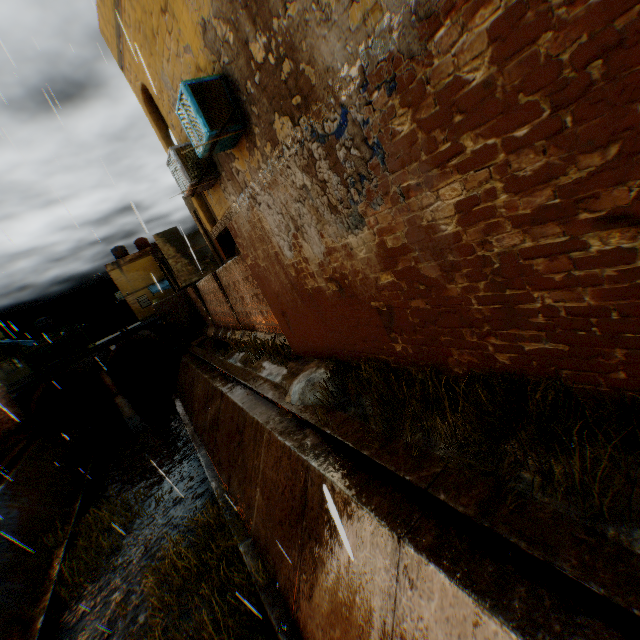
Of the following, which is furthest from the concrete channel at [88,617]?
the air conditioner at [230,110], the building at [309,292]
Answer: the air conditioner at [230,110]

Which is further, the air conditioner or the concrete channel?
the air conditioner

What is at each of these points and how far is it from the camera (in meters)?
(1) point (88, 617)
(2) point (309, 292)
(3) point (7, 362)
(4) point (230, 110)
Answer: (1) concrete channel, 7.75
(2) building, 6.59
(3) building, 20.53
(4) air conditioner, 5.16

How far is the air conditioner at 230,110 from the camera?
4.9m

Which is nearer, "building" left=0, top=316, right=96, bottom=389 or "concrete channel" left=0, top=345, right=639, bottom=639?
"concrete channel" left=0, top=345, right=639, bottom=639

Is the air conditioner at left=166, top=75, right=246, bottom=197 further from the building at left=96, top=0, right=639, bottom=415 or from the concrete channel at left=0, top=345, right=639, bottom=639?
the concrete channel at left=0, top=345, right=639, bottom=639

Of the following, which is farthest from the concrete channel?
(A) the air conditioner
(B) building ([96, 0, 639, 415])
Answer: (A) the air conditioner
